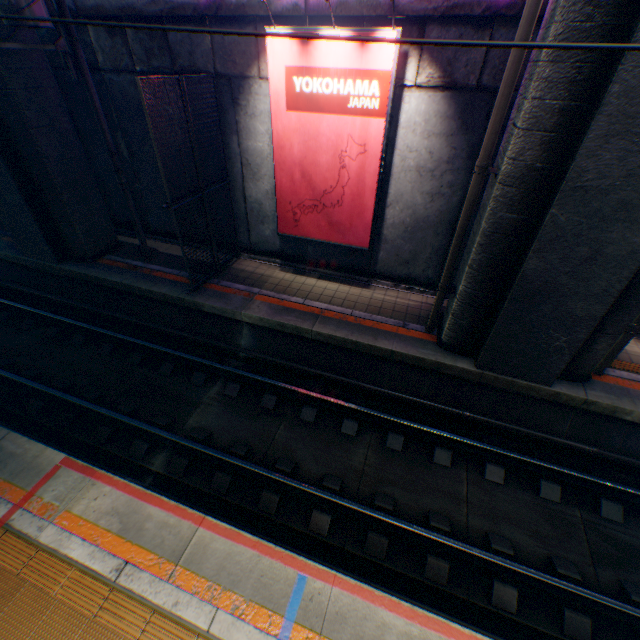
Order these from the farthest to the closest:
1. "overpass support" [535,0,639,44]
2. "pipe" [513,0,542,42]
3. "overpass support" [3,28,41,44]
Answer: "overpass support" [3,28,41,44]
"pipe" [513,0,542,42]
"overpass support" [535,0,639,44]

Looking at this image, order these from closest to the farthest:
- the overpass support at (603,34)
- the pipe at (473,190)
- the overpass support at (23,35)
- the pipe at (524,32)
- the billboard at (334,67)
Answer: the overpass support at (603,34) → the pipe at (524,32) → the pipe at (473,190) → the billboard at (334,67) → the overpass support at (23,35)

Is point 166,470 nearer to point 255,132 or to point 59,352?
point 59,352

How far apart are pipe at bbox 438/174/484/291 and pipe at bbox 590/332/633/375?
3.4m

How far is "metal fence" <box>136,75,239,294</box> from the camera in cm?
680

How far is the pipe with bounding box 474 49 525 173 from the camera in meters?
4.7

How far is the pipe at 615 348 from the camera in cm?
643

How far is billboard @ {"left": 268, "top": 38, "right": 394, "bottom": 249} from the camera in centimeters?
636cm
